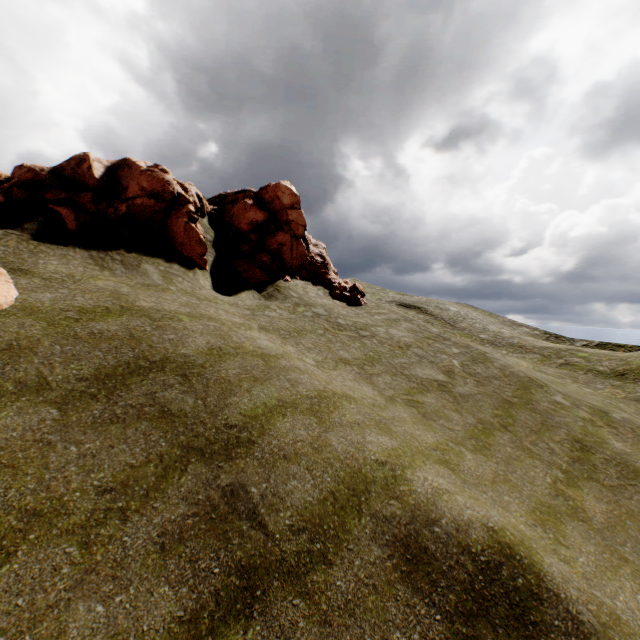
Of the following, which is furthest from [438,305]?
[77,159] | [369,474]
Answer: [77,159]

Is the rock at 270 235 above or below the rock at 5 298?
above

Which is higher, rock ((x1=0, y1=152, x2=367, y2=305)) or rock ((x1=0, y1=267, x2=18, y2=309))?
rock ((x1=0, y1=152, x2=367, y2=305))

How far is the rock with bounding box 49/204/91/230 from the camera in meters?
16.0

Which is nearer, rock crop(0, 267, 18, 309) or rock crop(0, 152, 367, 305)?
rock crop(0, 267, 18, 309)

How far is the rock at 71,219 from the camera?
15.97m
